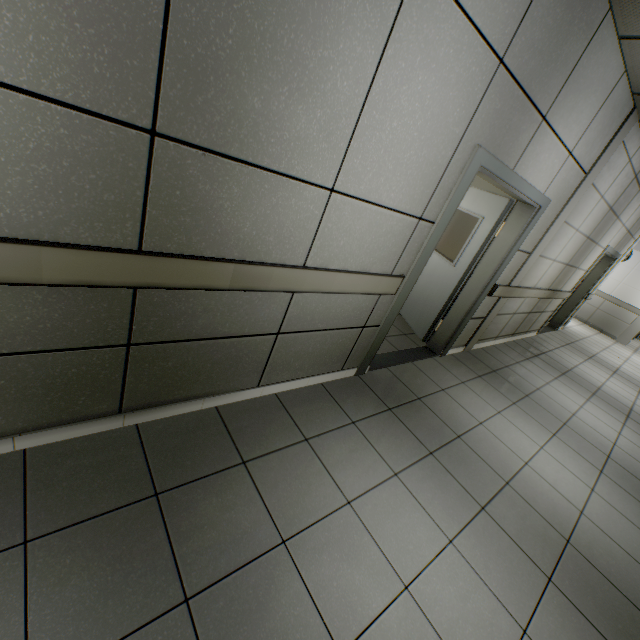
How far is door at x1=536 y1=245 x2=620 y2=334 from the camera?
6.64m

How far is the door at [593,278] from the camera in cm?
664

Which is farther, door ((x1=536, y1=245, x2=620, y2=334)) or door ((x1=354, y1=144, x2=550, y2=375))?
door ((x1=536, y1=245, x2=620, y2=334))

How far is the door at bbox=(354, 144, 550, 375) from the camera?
2.6 meters

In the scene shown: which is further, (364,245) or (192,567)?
(364,245)

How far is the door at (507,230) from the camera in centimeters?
→ 257cm
